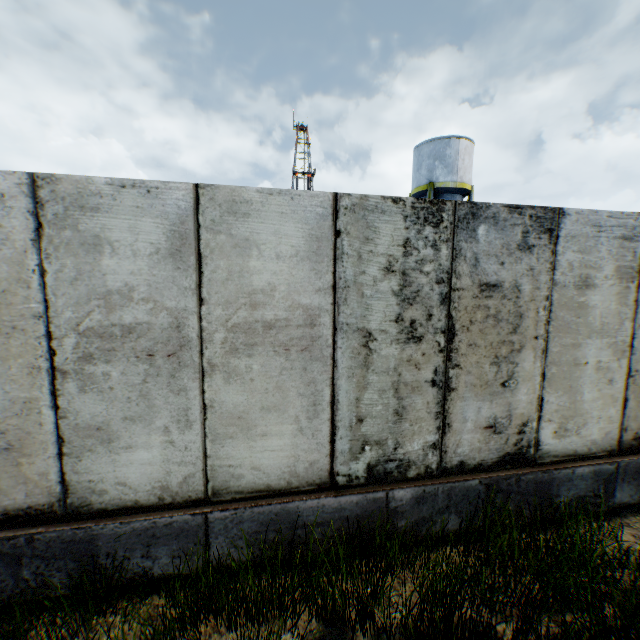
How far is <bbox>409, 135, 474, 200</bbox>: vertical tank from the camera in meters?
21.4 m

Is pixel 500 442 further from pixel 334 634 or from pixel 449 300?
pixel 334 634

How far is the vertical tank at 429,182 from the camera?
21.4 meters
